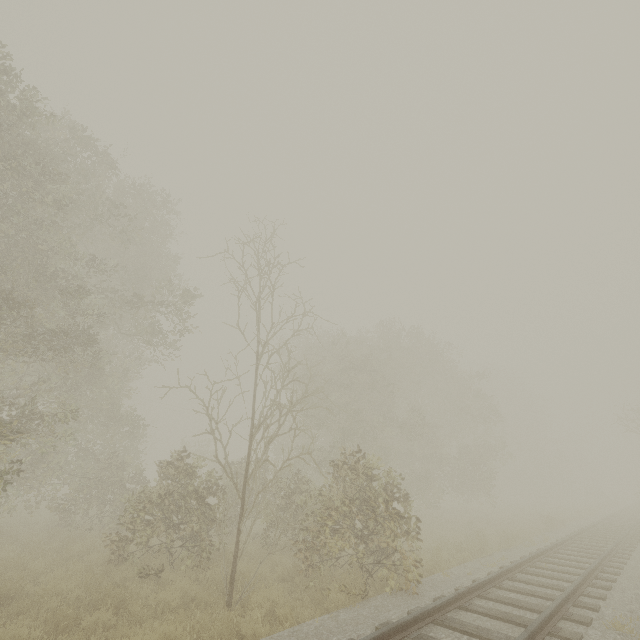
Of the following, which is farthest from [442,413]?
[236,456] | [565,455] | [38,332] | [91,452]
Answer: [236,456]
